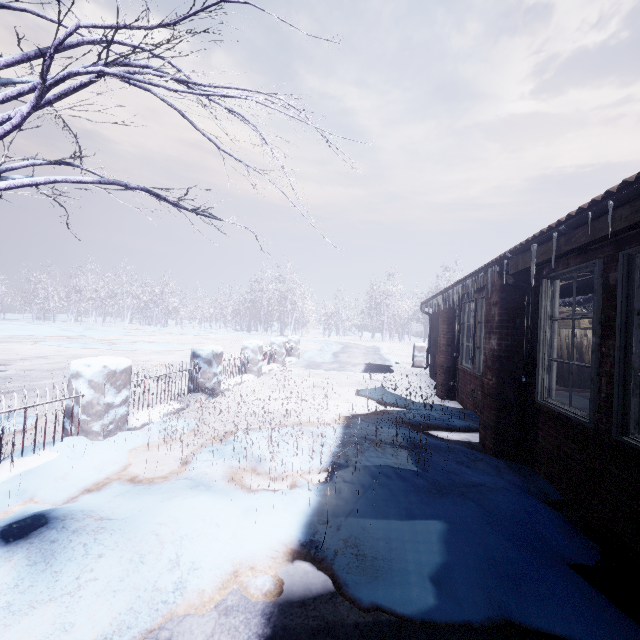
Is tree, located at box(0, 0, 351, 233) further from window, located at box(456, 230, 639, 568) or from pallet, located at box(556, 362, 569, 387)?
pallet, located at box(556, 362, 569, 387)

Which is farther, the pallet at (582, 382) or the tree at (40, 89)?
the pallet at (582, 382)

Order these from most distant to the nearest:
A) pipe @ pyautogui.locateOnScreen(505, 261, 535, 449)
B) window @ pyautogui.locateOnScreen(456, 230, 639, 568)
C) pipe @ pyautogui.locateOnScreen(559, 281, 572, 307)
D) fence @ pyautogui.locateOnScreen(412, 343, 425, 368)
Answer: fence @ pyautogui.locateOnScreen(412, 343, 425, 368), pipe @ pyautogui.locateOnScreen(559, 281, 572, 307), pipe @ pyautogui.locateOnScreen(505, 261, 535, 449), window @ pyautogui.locateOnScreen(456, 230, 639, 568)

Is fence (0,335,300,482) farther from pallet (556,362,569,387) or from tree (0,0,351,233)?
pallet (556,362,569,387)

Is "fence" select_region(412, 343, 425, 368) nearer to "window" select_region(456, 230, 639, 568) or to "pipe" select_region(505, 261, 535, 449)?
"window" select_region(456, 230, 639, 568)

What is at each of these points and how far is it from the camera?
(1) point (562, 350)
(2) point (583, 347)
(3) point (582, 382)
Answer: (1) pallet, 8.2m
(2) pallet, 8.1m
(3) pallet, 8.0m

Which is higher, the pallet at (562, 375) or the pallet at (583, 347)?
the pallet at (583, 347)

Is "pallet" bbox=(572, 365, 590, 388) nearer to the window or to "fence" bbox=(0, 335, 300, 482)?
the window
